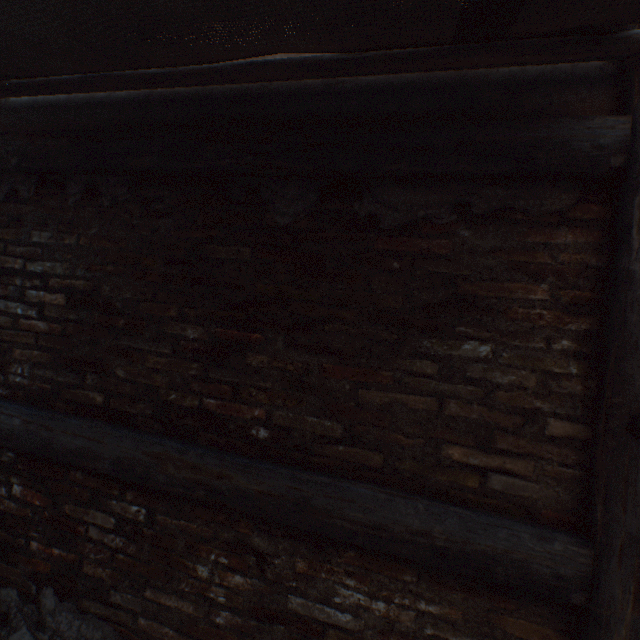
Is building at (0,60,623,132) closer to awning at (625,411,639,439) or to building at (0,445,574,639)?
awning at (625,411,639,439)

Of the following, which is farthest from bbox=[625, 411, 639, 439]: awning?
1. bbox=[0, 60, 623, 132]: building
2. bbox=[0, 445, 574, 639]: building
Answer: bbox=[0, 445, 574, 639]: building

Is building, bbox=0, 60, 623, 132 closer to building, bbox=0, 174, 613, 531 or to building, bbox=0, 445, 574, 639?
building, bbox=0, 174, 613, 531

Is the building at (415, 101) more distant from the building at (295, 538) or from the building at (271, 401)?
the building at (295, 538)

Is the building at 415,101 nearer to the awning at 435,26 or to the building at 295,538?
the awning at 435,26

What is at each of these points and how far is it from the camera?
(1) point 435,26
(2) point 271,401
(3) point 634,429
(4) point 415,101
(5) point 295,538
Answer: (1) awning, 1.1 meters
(2) building, 1.6 meters
(3) awning, 1.1 meters
(4) building, 1.5 meters
(5) building, 1.5 meters
